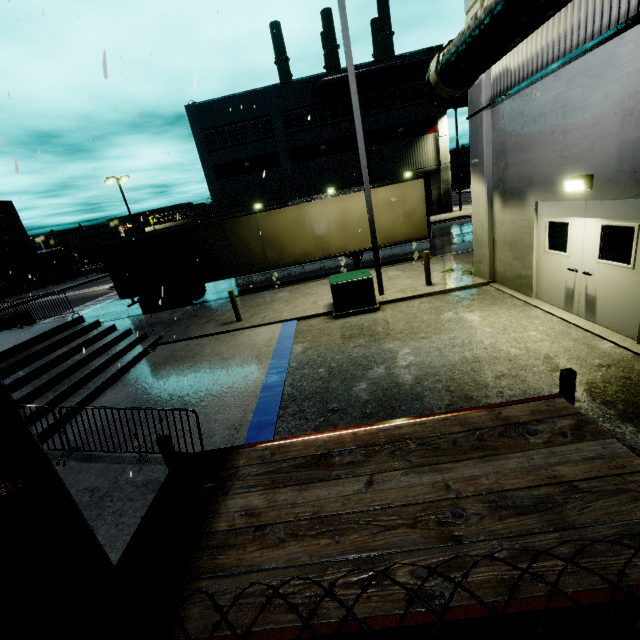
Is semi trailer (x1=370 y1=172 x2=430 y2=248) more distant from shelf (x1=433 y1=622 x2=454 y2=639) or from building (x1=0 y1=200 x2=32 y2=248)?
shelf (x1=433 y1=622 x2=454 y2=639)

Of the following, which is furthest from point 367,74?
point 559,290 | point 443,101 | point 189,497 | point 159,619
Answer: point 159,619

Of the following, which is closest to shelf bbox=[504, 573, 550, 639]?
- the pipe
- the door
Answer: the door

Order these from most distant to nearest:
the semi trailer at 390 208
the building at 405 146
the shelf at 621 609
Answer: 1. the building at 405 146
2. the semi trailer at 390 208
3. the shelf at 621 609

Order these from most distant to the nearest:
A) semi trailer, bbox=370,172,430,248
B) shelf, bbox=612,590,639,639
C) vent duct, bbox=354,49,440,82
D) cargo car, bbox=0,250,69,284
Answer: cargo car, bbox=0,250,69,284, vent duct, bbox=354,49,440,82, semi trailer, bbox=370,172,430,248, shelf, bbox=612,590,639,639

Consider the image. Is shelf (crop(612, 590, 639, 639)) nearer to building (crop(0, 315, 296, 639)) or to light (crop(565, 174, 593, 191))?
building (crop(0, 315, 296, 639))

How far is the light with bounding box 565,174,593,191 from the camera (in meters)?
6.02

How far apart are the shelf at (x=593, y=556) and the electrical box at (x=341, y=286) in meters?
8.0 m
